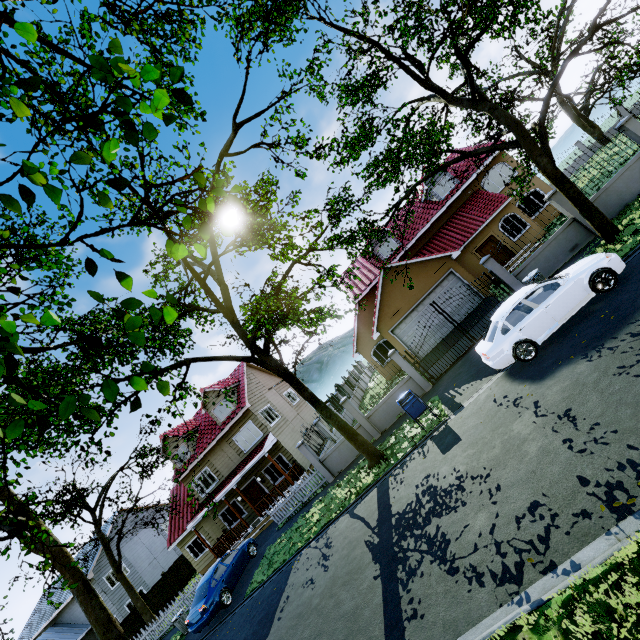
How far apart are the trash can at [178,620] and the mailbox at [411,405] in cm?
1572

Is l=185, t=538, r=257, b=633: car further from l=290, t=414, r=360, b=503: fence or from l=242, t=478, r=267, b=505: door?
l=242, t=478, r=267, b=505: door

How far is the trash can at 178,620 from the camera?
15.8 meters

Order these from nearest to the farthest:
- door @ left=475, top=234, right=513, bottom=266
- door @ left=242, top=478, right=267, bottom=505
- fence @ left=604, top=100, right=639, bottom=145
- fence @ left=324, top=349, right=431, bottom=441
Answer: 1. fence @ left=604, top=100, right=639, bottom=145
2. fence @ left=324, top=349, right=431, bottom=441
3. door @ left=475, top=234, right=513, bottom=266
4. door @ left=242, top=478, right=267, bottom=505

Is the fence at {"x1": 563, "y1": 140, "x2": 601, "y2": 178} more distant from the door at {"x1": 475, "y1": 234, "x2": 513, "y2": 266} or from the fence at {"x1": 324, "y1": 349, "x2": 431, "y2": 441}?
the door at {"x1": 475, "y1": 234, "x2": 513, "y2": 266}

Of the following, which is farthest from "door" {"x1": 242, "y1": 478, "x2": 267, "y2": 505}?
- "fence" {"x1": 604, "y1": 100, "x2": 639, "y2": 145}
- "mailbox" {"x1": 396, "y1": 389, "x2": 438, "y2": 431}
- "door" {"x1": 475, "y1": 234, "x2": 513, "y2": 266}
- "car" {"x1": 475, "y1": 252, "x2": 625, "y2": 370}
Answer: "door" {"x1": 475, "y1": 234, "x2": 513, "y2": 266}

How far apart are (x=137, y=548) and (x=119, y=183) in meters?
41.3

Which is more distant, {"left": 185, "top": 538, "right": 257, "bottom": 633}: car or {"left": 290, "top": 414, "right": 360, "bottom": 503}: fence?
{"left": 290, "top": 414, "right": 360, "bottom": 503}: fence
